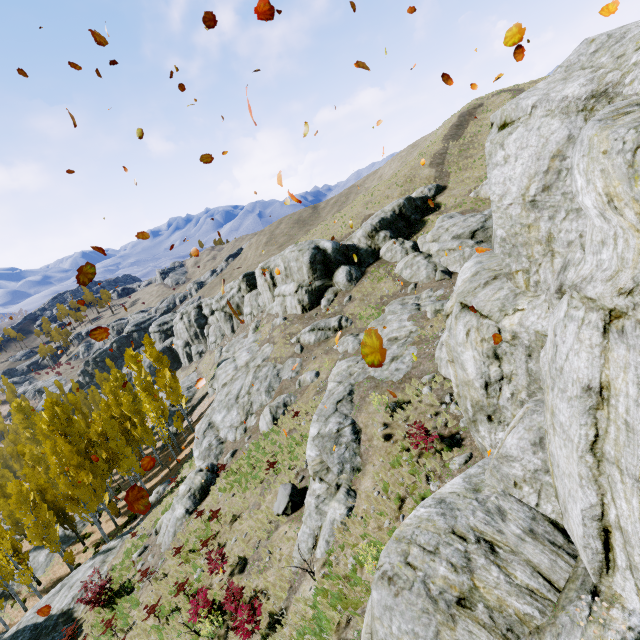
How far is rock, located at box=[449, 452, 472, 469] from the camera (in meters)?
9.17

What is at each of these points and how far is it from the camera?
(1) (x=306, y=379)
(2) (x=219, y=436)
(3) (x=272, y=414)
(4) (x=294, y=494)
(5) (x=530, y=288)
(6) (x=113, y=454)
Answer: (1) rock, 23.9m
(2) rock, 24.4m
(3) rock, 22.0m
(4) rock, 13.6m
(5) rock, 6.5m
(6) instancedfoliageactor, 33.3m

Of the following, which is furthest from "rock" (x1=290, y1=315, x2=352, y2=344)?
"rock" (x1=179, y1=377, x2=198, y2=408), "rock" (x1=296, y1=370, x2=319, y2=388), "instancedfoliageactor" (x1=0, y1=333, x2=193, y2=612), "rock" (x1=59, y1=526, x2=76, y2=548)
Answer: "rock" (x1=59, y1=526, x2=76, y2=548)

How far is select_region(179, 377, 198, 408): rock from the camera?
52.7 meters

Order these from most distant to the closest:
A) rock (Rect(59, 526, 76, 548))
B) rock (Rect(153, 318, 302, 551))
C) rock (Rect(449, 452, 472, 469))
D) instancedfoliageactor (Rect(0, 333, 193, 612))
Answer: rock (Rect(59, 526, 76, 548)) < instancedfoliageactor (Rect(0, 333, 193, 612)) < rock (Rect(153, 318, 302, 551)) < rock (Rect(449, 452, 472, 469))

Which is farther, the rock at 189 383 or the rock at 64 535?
the rock at 189 383

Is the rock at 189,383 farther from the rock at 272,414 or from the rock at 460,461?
the rock at 272,414

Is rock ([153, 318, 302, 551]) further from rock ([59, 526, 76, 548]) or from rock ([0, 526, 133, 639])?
rock ([59, 526, 76, 548])
